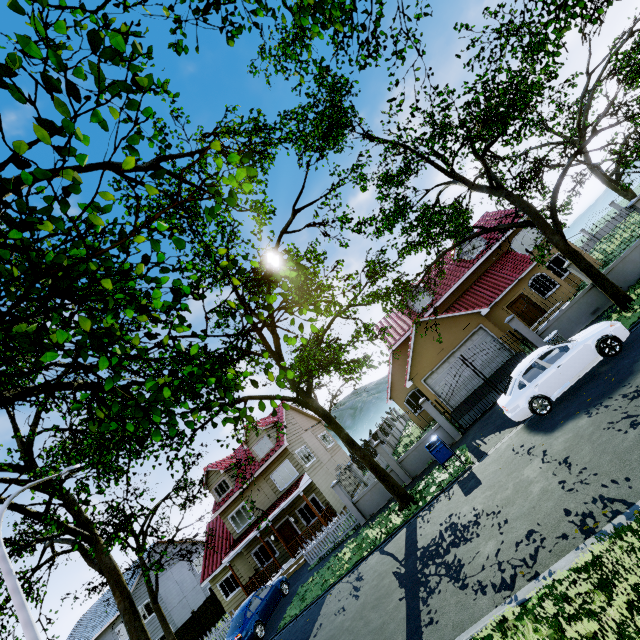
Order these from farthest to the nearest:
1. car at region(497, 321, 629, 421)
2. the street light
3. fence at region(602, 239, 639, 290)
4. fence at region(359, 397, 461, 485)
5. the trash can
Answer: fence at region(359, 397, 461, 485) → fence at region(602, 239, 639, 290) → the trash can → car at region(497, 321, 629, 421) → the street light

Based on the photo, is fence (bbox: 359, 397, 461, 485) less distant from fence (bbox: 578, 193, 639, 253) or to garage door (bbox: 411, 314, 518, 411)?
garage door (bbox: 411, 314, 518, 411)

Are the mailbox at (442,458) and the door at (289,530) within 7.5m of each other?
no

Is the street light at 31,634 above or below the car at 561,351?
above

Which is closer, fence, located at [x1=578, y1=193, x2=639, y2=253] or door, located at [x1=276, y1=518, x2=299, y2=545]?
fence, located at [x1=578, y1=193, x2=639, y2=253]

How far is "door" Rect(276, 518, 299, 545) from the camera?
22.8 meters

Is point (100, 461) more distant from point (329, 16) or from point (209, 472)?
point (209, 472)

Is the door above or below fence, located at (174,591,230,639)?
above
